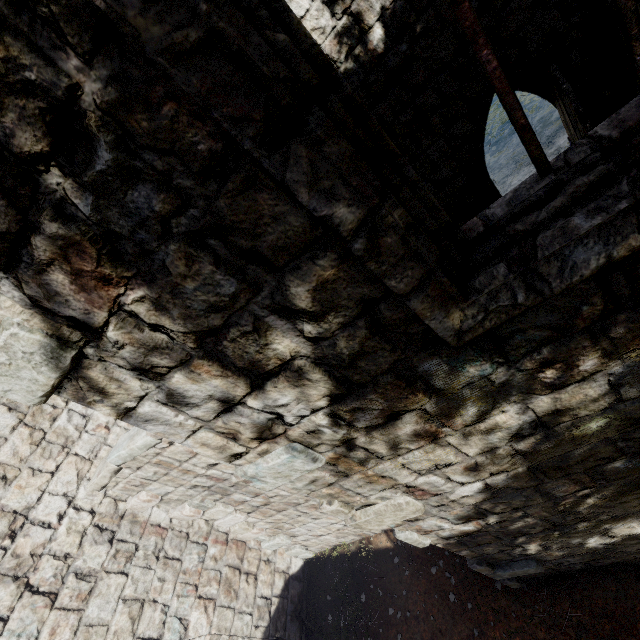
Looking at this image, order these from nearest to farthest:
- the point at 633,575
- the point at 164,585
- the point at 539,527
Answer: the point at 539,527 < the point at 633,575 < the point at 164,585
